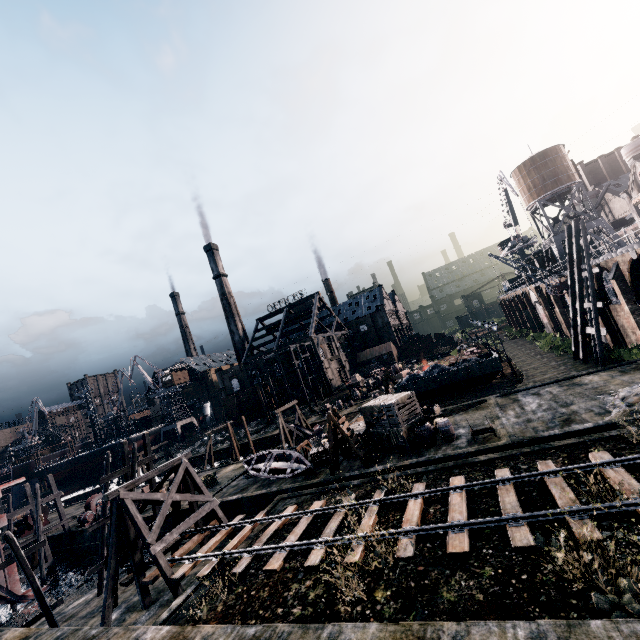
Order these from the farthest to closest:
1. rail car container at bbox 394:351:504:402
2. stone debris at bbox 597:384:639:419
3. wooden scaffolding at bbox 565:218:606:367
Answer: rail car container at bbox 394:351:504:402 < wooden scaffolding at bbox 565:218:606:367 < stone debris at bbox 597:384:639:419

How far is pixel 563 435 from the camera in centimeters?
1656cm

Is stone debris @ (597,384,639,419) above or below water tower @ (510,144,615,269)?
below

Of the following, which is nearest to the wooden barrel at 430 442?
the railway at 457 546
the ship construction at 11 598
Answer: the railway at 457 546

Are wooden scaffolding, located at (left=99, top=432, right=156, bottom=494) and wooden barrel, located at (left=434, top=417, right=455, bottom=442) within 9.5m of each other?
no

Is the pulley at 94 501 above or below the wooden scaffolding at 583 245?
below

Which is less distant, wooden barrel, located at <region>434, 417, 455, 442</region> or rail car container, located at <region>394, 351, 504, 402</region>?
wooden barrel, located at <region>434, 417, 455, 442</region>

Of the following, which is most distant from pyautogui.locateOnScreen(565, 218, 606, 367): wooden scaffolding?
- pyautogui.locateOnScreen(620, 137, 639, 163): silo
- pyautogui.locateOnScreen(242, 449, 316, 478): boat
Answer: pyautogui.locateOnScreen(620, 137, 639, 163): silo
